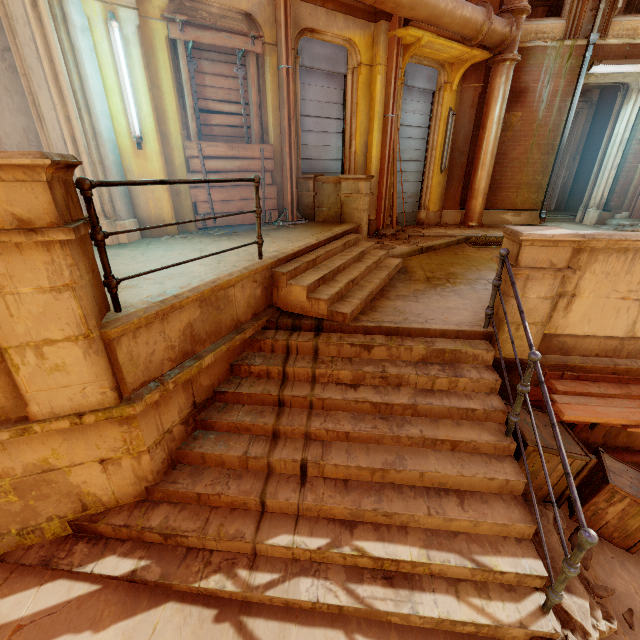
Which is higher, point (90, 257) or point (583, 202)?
point (90, 257)

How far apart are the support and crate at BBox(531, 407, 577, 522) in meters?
8.5 m

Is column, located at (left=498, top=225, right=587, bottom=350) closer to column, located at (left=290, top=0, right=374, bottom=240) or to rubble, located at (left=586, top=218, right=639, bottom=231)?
column, located at (left=290, top=0, right=374, bottom=240)

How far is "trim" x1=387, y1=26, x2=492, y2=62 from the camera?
6.6 meters

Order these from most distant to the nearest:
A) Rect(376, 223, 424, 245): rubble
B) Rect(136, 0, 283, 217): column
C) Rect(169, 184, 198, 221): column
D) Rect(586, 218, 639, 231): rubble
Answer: Rect(586, 218, 639, 231): rubble → Rect(376, 223, 424, 245): rubble → Rect(169, 184, 198, 221): column → Rect(136, 0, 283, 217): column

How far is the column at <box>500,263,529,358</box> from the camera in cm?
361

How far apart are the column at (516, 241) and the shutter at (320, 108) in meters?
4.8 m

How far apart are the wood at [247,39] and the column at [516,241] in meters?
4.8
